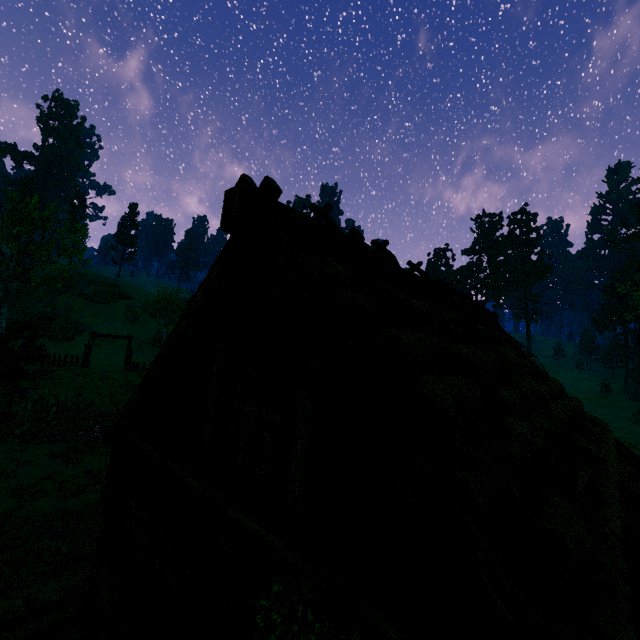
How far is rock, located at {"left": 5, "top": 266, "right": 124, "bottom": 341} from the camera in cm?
4702

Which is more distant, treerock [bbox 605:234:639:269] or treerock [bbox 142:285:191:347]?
treerock [bbox 605:234:639:269]

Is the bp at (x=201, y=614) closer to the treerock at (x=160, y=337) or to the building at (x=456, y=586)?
the building at (x=456, y=586)

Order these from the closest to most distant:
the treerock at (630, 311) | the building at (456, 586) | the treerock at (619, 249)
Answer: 1. the building at (456, 586)
2. the treerock at (630, 311)
3. the treerock at (619, 249)

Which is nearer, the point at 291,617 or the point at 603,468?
the point at 291,617

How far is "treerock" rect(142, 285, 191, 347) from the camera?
48.2 meters

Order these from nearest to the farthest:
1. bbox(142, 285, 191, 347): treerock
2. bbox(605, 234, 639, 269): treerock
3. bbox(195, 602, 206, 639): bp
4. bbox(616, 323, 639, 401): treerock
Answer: bbox(195, 602, 206, 639): bp → bbox(616, 323, 639, 401): treerock → bbox(142, 285, 191, 347): treerock → bbox(605, 234, 639, 269): treerock
